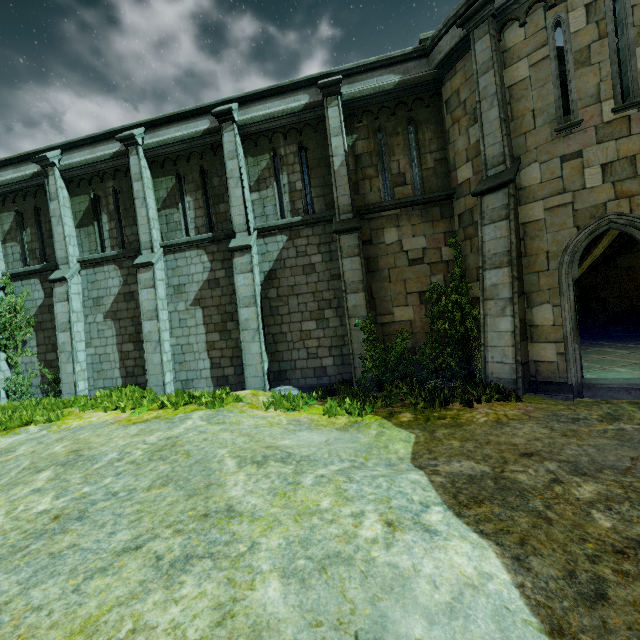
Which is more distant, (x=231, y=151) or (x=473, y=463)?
(x=231, y=151)

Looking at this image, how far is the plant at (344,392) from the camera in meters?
7.7

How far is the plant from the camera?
7.74m
